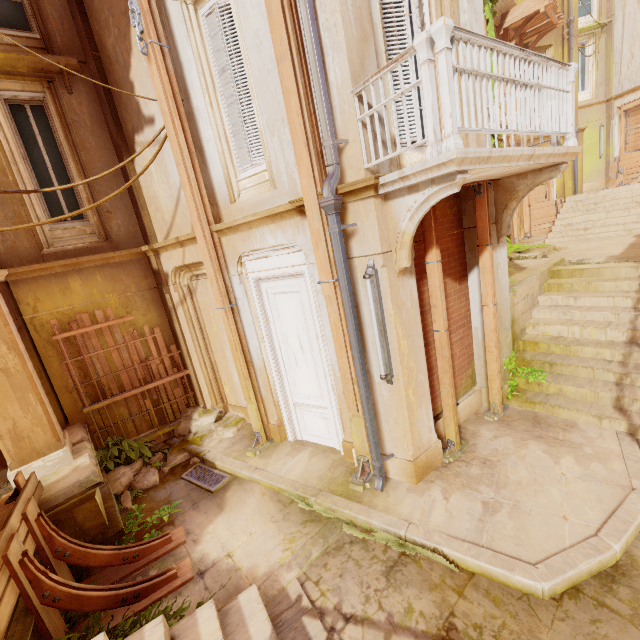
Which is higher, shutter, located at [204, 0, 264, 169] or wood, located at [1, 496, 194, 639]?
shutter, located at [204, 0, 264, 169]

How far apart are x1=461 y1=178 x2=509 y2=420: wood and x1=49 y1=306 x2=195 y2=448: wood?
6.63m

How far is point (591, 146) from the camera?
18.2 meters

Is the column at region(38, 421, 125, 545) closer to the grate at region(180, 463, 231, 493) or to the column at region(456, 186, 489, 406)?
the grate at region(180, 463, 231, 493)

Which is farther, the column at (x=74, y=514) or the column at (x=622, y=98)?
the column at (x=622, y=98)

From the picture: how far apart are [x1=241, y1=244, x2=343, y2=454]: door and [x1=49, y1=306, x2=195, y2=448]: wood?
2.6 meters

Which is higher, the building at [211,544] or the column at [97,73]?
the column at [97,73]

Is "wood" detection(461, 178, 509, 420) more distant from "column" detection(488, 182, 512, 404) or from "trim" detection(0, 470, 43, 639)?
"trim" detection(0, 470, 43, 639)
